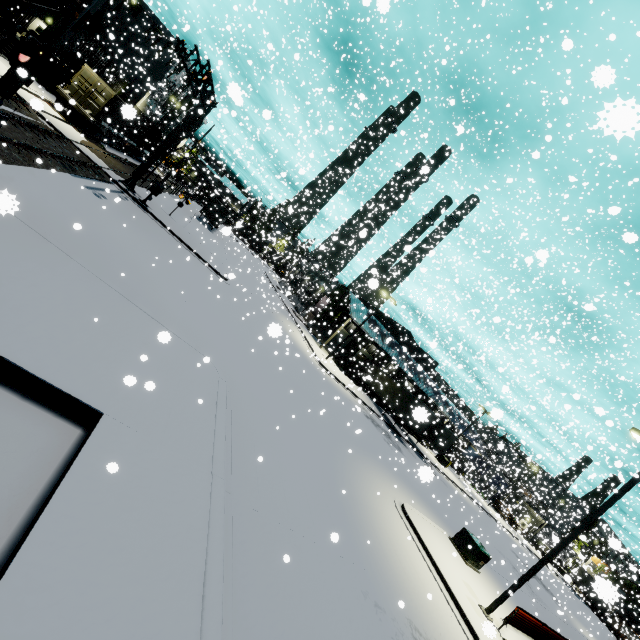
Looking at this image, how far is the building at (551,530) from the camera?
8.13m

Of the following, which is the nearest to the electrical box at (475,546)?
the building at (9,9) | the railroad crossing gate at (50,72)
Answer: the building at (9,9)

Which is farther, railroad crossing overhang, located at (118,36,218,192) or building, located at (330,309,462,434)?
building, located at (330,309,462,434)

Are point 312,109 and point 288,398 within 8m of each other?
no

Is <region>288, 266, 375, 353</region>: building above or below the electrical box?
above

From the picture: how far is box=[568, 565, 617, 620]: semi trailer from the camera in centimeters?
279cm

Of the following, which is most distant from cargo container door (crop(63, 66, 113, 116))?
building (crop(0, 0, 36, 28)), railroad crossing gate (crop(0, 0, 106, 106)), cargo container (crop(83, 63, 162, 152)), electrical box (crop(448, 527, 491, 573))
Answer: electrical box (crop(448, 527, 491, 573))
